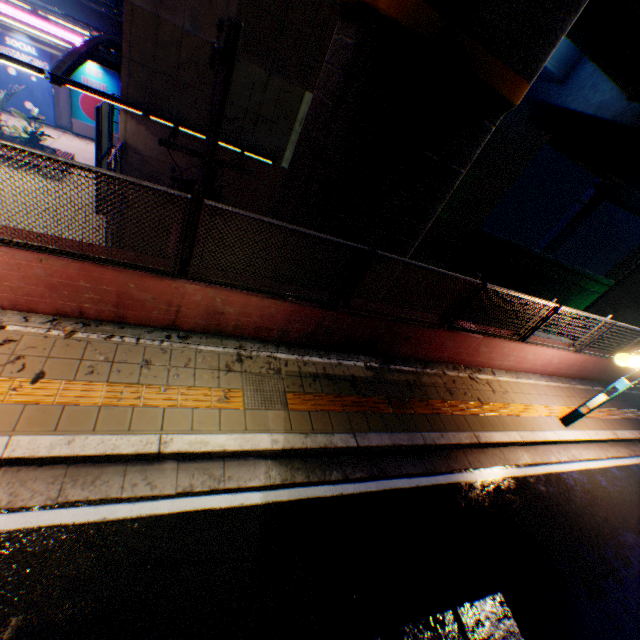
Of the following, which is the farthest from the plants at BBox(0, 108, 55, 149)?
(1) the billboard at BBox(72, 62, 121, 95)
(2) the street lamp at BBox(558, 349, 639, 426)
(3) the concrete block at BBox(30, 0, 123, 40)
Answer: (2) the street lamp at BBox(558, 349, 639, 426)

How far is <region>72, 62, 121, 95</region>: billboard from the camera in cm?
1930

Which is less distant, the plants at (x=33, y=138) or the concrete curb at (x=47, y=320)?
the concrete curb at (x=47, y=320)

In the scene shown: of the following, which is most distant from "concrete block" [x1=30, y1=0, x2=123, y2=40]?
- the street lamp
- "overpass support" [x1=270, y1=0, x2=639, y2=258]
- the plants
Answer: the street lamp

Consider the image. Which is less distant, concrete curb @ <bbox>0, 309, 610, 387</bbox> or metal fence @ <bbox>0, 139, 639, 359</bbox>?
metal fence @ <bbox>0, 139, 639, 359</bbox>

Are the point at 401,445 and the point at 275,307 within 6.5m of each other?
yes

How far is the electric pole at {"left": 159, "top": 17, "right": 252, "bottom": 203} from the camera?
4.5 meters

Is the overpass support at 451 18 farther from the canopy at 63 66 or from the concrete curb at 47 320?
the canopy at 63 66
